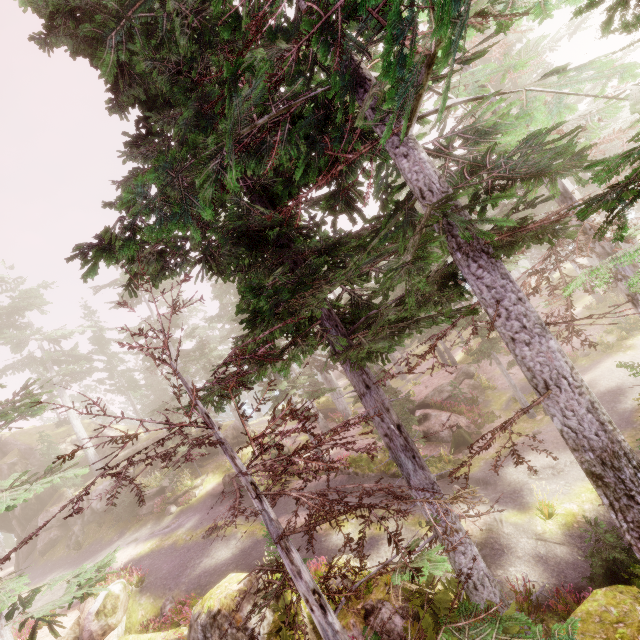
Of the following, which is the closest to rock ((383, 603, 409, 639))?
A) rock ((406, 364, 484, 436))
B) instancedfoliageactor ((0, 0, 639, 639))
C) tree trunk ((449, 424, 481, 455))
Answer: instancedfoliageactor ((0, 0, 639, 639))

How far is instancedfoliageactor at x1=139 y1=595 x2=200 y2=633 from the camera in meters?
12.8 m

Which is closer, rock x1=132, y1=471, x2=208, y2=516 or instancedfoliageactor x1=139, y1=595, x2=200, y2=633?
instancedfoliageactor x1=139, y1=595, x2=200, y2=633

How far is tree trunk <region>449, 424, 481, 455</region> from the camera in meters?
19.1 m

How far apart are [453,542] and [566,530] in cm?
570

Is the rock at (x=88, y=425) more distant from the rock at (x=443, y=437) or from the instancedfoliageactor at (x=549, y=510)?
the rock at (x=443, y=437)

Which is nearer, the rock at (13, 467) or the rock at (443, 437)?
the rock at (443, 437)

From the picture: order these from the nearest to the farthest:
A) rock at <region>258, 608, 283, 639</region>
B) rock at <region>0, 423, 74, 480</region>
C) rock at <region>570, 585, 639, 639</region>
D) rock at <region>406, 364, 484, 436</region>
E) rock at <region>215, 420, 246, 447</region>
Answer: rock at <region>570, 585, 639, 639</region>, rock at <region>258, 608, 283, 639</region>, rock at <region>406, 364, 484, 436</region>, rock at <region>215, 420, 246, 447</region>, rock at <region>0, 423, 74, 480</region>
